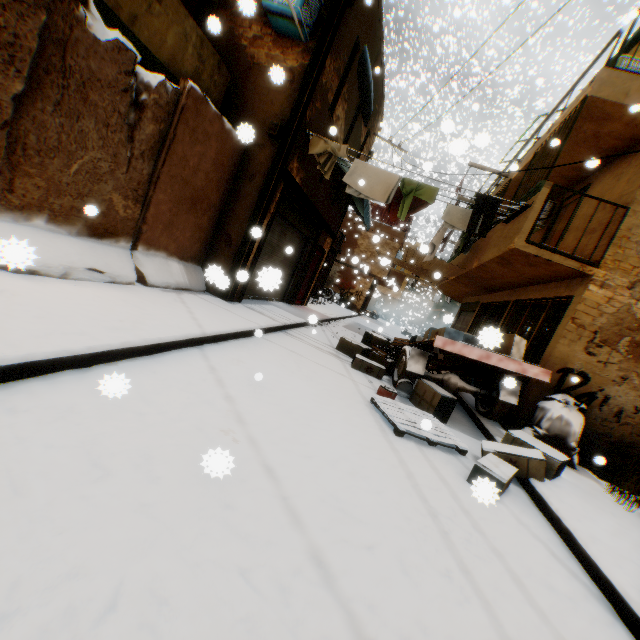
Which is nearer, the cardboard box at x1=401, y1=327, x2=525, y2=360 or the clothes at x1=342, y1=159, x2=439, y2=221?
the cardboard box at x1=401, y1=327, x2=525, y2=360

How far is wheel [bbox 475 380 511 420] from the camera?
6.45m

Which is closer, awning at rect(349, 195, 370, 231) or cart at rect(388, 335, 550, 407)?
cart at rect(388, 335, 550, 407)

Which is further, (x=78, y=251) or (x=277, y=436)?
(x=78, y=251)

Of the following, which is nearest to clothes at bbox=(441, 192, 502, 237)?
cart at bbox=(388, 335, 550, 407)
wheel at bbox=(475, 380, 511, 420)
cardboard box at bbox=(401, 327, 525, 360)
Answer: cardboard box at bbox=(401, 327, 525, 360)

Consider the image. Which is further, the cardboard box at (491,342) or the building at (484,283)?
the building at (484,283)

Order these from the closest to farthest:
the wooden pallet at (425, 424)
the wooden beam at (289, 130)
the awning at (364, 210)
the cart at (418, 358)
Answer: the wooden pallet at (425, 424) < the cart at (418, 358) < the wooden beam at (289, 130) < the awning at (364, 210)

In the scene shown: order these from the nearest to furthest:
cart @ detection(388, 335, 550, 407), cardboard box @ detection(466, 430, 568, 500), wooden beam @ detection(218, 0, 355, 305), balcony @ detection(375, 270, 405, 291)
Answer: cardboard box @ detection(466, 430, 568, 500)
cart @ detection(388, 335, 550, 407)
wooden beam @ detection(218, 0, 355, 305)
balcony @ detection(375, 270, 405, 291)
